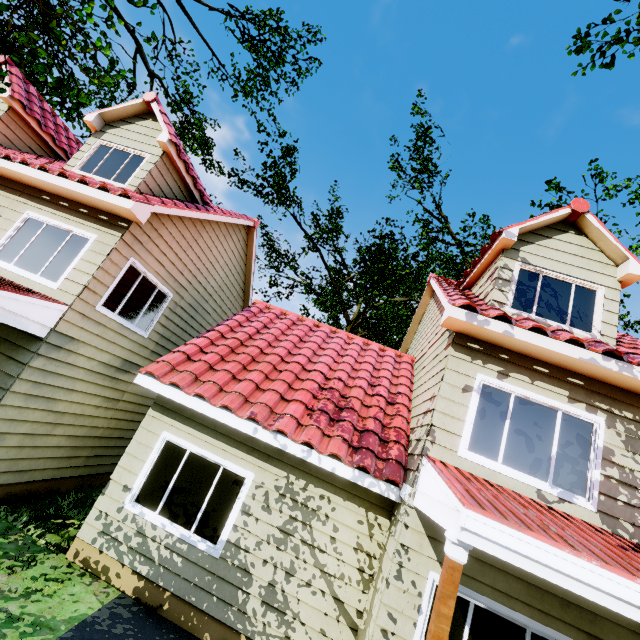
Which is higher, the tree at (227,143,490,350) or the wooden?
the tree at (227,143,490,350)

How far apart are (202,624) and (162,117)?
10.4m

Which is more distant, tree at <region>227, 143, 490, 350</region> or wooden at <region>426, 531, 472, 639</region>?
tree at <region>227, 143, 490, 350</region>

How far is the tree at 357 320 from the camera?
16.8m

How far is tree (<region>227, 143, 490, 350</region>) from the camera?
16.83m

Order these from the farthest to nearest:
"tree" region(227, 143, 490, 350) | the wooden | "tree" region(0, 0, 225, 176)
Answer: "tree" region(227, 143, 490, 350) → "tree" region(0, 0, 225, 176) → the wooden

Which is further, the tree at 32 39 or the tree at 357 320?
the tree at 357 320
